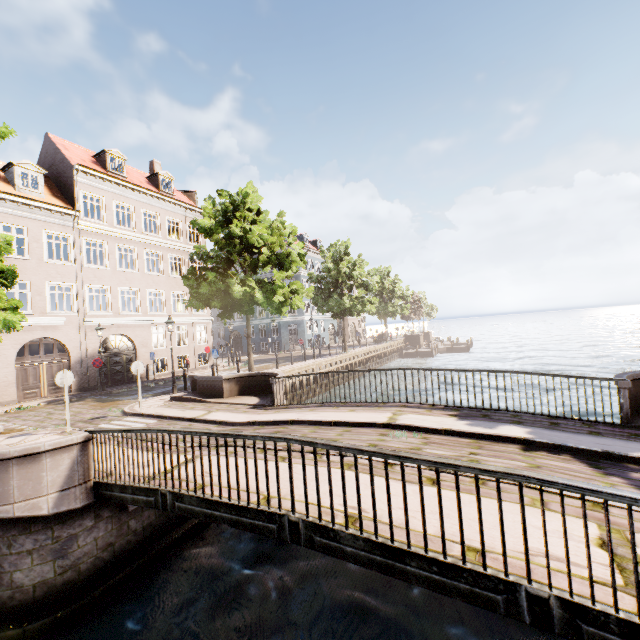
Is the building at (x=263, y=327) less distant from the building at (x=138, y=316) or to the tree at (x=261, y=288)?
the tree at (x=261, y=288)

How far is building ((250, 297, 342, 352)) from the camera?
41.8m

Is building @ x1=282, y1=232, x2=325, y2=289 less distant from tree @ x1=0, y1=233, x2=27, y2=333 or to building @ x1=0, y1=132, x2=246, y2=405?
tree @ x1=0, y1=233, x2=27, y2=333

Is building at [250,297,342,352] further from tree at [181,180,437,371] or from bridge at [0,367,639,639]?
bridge at [0,367,639,639]

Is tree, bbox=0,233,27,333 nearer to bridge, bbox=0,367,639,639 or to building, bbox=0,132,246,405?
bridge, bbox=0,367,639,639

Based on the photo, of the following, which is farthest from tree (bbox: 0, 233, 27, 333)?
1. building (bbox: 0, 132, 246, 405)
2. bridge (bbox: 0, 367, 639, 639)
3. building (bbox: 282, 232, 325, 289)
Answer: building (bbox: 282, 232, 325, 289)

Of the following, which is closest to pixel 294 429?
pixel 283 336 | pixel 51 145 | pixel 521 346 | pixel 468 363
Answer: pixel 51 145

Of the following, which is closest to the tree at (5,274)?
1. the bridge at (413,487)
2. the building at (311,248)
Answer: the bridge at (413,487)
